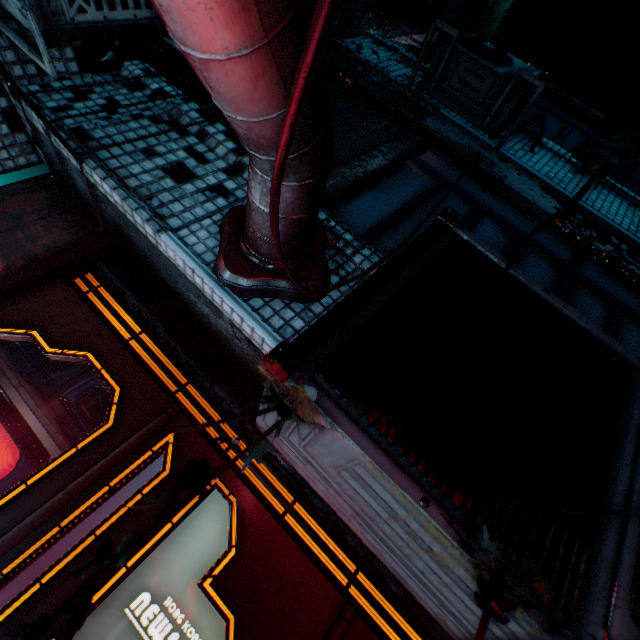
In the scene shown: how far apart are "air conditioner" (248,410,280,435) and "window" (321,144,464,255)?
0.4 meters

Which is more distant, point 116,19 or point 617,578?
point 116,19

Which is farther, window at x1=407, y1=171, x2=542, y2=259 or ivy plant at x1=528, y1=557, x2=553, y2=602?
window at x1=407, y1=171, x2=542, y2=259

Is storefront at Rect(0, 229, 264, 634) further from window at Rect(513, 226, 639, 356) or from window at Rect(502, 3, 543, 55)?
window at Rect(502, 3, 543, 55)

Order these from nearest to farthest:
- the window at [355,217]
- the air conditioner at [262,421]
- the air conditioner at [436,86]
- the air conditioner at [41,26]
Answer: the air conditioner at [262,421], the air conditioner at [41,26], the window at [355,217], the air conditioner at [436,86]

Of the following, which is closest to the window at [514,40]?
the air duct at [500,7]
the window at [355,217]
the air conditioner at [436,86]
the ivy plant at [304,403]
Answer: the air duct at [500,7]

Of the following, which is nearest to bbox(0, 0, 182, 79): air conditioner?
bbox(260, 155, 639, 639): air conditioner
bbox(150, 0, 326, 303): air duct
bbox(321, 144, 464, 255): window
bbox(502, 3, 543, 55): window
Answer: bbox(150, 0, 326, 303): air duct

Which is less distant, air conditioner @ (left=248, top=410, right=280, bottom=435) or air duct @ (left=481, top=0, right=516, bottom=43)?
air conditioner @ (left=248, top=410, right=280, bottom=435)
